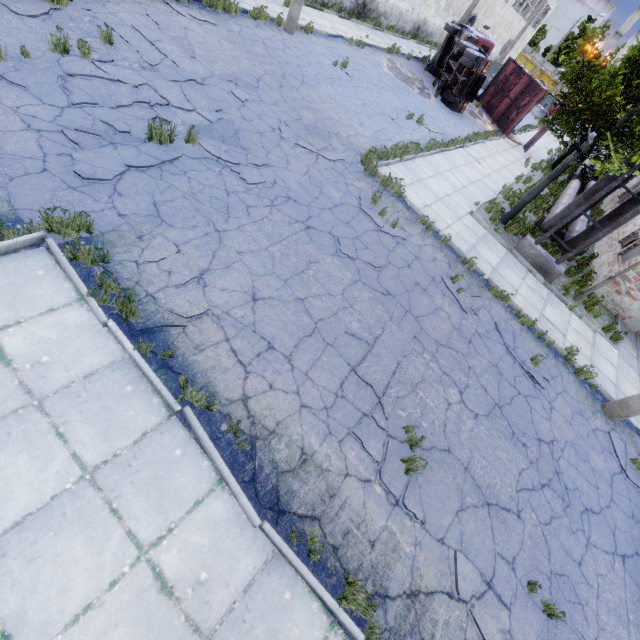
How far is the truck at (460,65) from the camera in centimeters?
1816cm

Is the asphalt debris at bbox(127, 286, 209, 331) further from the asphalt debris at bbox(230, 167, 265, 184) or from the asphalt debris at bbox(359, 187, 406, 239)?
the asphalt debris at bbox(359, 187, 406, 239)

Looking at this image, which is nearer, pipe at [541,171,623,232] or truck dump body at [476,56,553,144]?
pipe at [541,171,623,232]

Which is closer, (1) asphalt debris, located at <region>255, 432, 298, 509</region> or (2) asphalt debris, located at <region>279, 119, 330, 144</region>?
(1) asphalt debris, located at <region>255, 432, 298, 509</region>

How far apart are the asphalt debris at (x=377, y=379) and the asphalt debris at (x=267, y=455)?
0.84m

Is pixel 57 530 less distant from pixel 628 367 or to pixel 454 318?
pixel 454 318

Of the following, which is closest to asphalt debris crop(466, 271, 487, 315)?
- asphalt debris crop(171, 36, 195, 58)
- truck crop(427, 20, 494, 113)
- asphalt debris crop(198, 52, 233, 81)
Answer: asphalt debris crop(198, 52, 233, 81)

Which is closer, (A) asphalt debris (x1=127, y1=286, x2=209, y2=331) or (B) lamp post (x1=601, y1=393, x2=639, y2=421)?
(A) asphalt debris (x1=127, y1=286, x2=209, y2=331)
